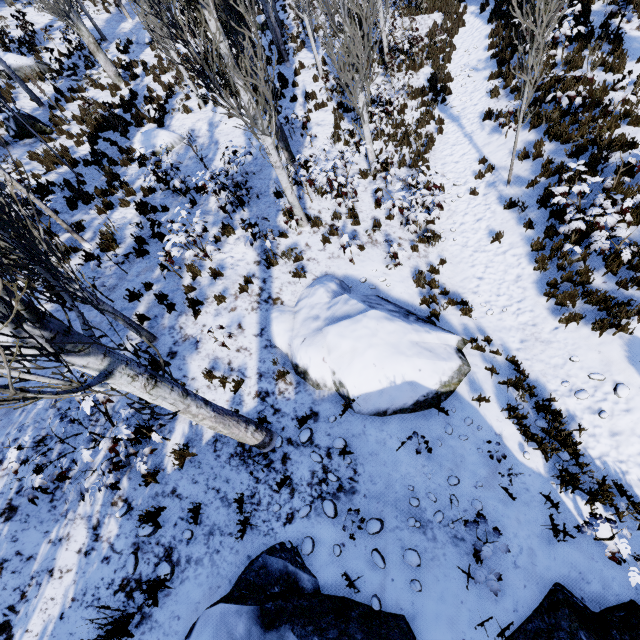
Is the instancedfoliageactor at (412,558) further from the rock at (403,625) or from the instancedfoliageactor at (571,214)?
the instancedfoliageactor at (571,214)

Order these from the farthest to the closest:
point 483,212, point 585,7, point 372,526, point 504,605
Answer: point 585,7
point 483,212
point 372,526
point 504,605

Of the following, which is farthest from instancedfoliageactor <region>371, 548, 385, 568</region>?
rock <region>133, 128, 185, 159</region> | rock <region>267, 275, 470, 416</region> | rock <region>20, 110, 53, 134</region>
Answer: rock <region>20, 110, 53, 134</region>

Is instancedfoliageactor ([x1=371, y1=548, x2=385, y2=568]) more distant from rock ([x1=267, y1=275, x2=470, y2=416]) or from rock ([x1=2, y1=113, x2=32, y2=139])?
rock ([x1=2, y1=113, x2=32, y2=139])

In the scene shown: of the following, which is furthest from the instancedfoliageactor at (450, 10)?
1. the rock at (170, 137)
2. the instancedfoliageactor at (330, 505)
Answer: the rock at (170, 137)

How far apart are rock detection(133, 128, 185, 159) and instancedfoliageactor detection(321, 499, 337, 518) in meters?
12.9

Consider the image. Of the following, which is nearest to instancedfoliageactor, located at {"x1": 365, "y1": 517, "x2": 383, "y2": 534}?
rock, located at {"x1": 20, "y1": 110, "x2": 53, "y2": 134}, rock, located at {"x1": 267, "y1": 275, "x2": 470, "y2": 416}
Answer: rock, located at {"x1": 267, "y1": 275, "x2": 470, "y2": 416}

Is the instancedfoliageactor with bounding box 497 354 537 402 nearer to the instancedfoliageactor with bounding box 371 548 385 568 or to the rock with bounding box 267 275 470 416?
the rock with bounding box 267 275 470 416
